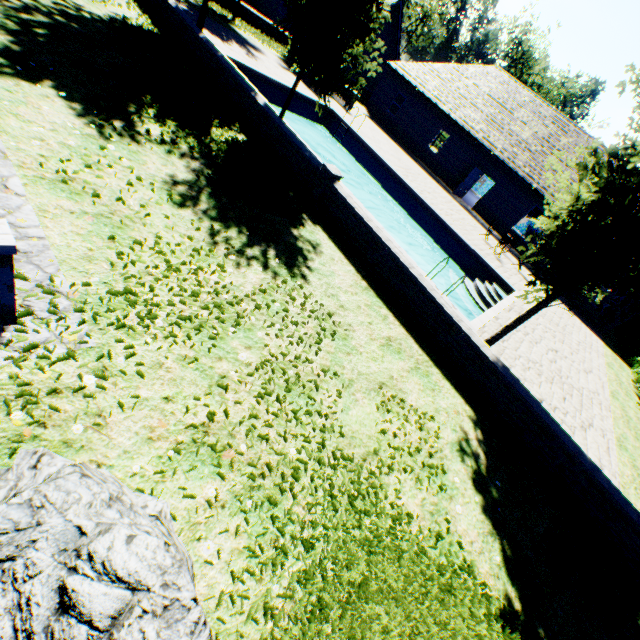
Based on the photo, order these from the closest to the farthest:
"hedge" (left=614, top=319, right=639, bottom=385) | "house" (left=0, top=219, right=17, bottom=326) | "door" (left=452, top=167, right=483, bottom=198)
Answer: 1. "house" (left=0, top=219, right=17, bottom=326)
2. "hedge" (left=614, top=319, right=639, bottom=385)
3. "door" (left=452, top=167, right=483, bottom=198)

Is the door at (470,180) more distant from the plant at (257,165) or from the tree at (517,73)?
the plant at (257,165)

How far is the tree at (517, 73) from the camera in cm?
4449

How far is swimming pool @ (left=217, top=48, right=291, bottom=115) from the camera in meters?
13.3

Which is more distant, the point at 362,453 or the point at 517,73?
the point at 517,73

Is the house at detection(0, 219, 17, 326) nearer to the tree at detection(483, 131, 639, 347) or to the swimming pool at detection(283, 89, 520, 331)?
the tree at detection(483, 131, 639, 347)

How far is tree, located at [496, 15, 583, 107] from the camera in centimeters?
4449cm
